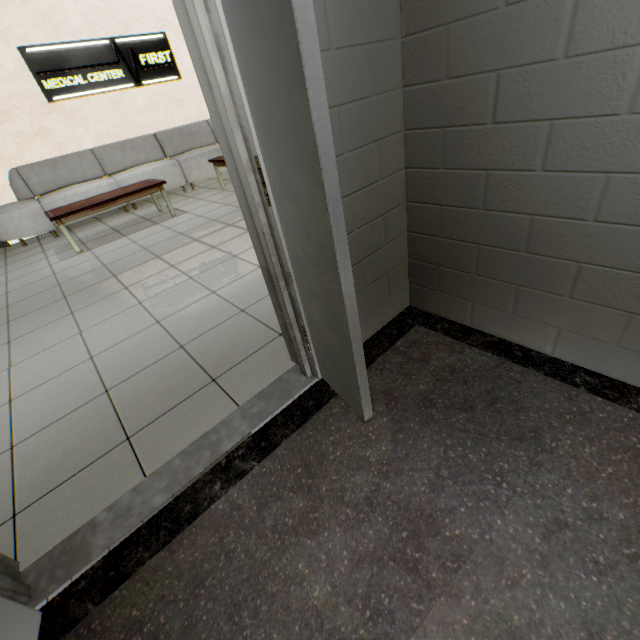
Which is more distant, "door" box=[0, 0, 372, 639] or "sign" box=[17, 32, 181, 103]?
"sign" box=[17, 32, 181, 103]

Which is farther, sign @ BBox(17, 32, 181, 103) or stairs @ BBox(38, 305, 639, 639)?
sign @ BBox(17, 32, 181, 103)

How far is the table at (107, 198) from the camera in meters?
4.3

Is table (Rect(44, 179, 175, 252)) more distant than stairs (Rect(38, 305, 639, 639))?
Yes

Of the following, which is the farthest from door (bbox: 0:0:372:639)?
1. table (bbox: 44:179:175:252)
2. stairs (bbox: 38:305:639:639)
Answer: table (bbox: 44:179:175:252)

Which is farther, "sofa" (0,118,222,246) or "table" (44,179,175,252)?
"sofa" (0,118,222,246)

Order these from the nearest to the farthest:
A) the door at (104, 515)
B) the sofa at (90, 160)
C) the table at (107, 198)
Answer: the door at (104, 515) < the table at (107, 198) < the sofa at (90, 160)

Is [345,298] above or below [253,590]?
above
